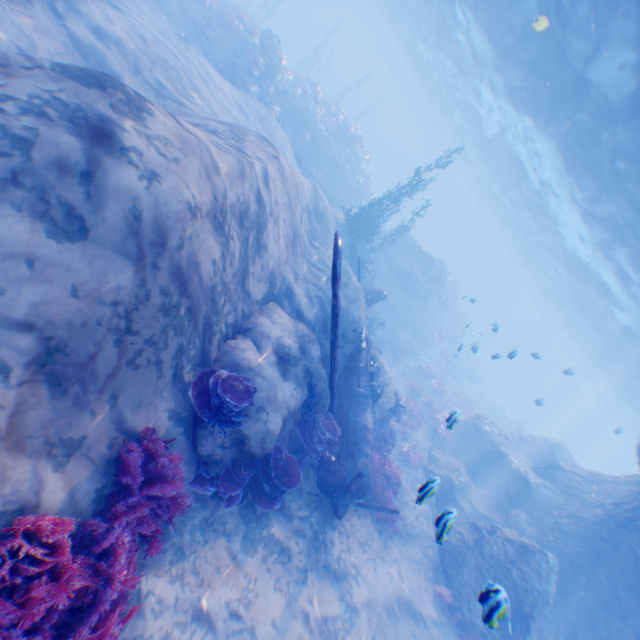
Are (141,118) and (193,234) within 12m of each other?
yes

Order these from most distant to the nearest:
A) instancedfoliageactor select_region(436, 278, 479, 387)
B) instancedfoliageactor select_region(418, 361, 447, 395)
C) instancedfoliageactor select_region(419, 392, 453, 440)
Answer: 1. instancedfoliageactor select_region(436, 278, 479, 387)
2. instancedfoliageactor select_region(418, 361, 447, 395)
3. instancedfoliageactor select_region(419, 392, 453, 440)

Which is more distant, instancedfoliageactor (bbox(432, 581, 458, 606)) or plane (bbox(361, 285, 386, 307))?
plane (bbox(361, 285, 386, 307))

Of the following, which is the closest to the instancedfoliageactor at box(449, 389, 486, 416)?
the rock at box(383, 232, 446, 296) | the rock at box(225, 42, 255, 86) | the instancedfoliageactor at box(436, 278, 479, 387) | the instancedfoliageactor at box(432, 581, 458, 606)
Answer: the rock at box(383, 232, 446, 296)

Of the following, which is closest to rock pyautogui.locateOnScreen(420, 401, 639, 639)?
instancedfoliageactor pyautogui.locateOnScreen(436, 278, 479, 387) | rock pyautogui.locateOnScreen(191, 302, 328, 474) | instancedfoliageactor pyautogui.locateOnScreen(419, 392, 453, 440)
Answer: instancedfoliageactor pyautogui.locateOnScreen(419, 392, 453, 440)

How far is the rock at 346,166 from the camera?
20.31m

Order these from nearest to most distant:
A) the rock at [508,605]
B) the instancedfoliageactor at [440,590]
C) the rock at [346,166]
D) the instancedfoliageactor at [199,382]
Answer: the instancedfoliageactor at [199,382] → the rock at [508,605] → the instancedfoliageactor at [440,590] → the rock at [346,166]

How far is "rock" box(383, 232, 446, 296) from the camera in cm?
2759
